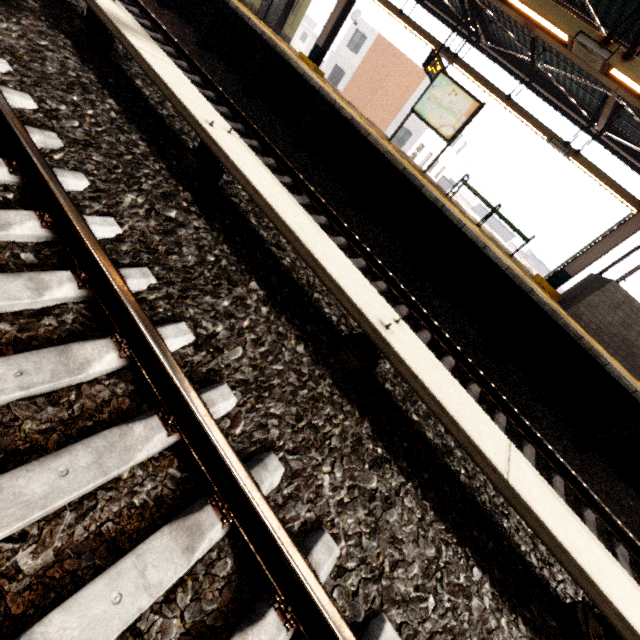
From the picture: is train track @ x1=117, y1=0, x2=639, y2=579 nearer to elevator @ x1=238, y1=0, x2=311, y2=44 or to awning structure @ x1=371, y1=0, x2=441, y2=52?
elevator @ x1=238, y1=0, x2=311, y2=44

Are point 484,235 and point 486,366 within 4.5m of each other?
yes

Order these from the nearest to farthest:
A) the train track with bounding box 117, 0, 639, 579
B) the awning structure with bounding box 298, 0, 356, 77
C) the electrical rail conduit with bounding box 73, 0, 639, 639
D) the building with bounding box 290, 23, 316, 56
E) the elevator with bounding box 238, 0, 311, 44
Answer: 1. the electrical rail conduit with bounding box 73, 0, 639, 639
2. the train track with bounding box 117, 0, 639, 579
3. the awning structure with bounding box 298, 0, 356, 77
4. the elevator with bounding box 238, 0, 311, 44
5. the building with bounding box 290, 23, 316, 56

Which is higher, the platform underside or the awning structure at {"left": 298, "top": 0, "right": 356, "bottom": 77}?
the awning structure at {"left": 298, "top": 0, "right": 356, "bottom": 77}

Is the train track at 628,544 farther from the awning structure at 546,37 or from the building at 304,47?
the building at 304,47

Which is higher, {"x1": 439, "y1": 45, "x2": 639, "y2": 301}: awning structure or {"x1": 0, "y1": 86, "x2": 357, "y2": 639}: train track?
{"x1": 439, "y1": 45, "x2": 639, "y2": 301}: awning structure

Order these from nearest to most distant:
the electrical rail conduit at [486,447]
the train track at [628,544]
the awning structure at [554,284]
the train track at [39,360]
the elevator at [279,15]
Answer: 1. the train track at [39,360]
2. the electrical rail conduit at [486,447]
3. the train track at [628,544]
4. the awning structure at [554,284]
5. the elevator at [279,15]
